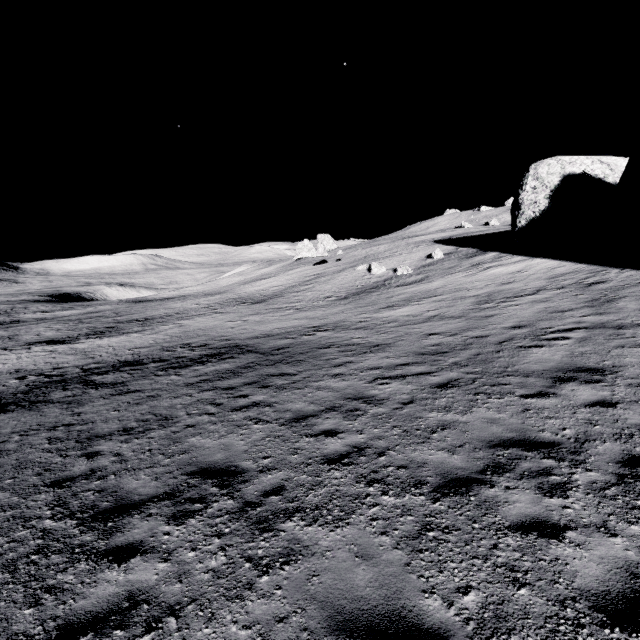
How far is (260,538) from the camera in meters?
4.6 m
